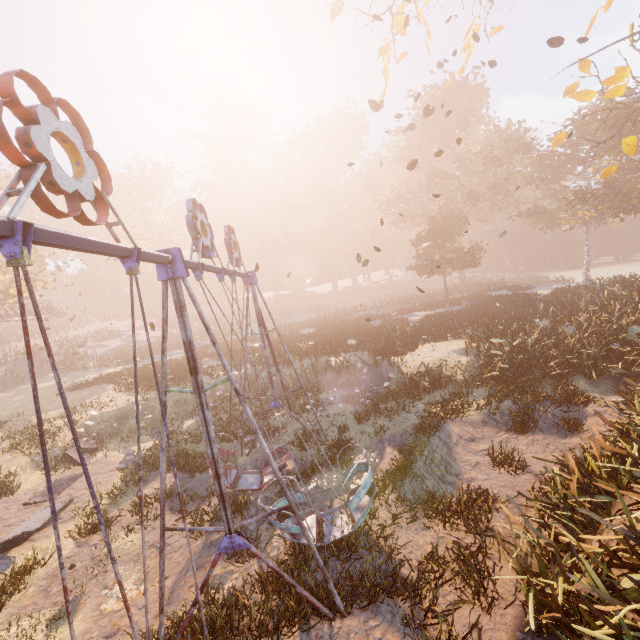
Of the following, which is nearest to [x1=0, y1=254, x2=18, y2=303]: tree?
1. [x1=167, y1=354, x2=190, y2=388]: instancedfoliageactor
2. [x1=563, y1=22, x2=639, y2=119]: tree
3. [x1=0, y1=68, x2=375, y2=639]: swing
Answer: [x1=167, y1=354, x2=190, y2=388]: instancedfoliageactor

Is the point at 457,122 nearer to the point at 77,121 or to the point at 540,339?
the point at 540,339

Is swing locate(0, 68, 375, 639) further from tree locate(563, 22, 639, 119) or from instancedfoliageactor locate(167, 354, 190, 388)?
instancedfoliageactor locate(167, 354, 190, 388)

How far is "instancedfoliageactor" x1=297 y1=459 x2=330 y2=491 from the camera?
9.1m

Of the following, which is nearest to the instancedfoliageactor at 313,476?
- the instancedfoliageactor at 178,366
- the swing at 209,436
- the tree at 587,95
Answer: the swing at 209,436

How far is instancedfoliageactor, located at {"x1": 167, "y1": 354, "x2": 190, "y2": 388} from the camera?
18.6m

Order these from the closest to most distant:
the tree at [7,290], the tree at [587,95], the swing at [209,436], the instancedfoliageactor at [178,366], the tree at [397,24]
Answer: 1. the swing at [209,436]
2. the tree at [587,95]
3. the tree at [397,24]
4. the instancedfoliageactor at [178,366]
5. the tree at [7,290]

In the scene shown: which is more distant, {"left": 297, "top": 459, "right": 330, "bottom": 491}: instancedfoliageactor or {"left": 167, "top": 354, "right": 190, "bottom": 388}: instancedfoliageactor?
{"left": 167, "top": 354, "right": 190, "bottom": 388}: instancedfoliageactor
